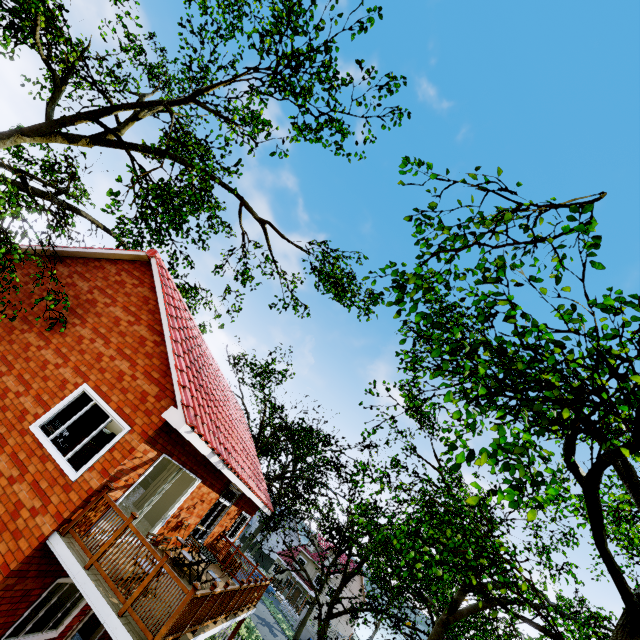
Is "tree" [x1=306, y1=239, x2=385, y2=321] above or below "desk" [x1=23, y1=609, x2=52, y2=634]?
above

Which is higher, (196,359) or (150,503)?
(196,359)

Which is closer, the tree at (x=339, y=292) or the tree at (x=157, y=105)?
the tree at (x=157, y=105)

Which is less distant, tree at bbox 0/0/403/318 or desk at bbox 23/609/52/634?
desk at bbox 23/609/52/634

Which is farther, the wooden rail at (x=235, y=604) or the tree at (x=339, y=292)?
the tree at (x=339, y=292)

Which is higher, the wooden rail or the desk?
the wooden rail

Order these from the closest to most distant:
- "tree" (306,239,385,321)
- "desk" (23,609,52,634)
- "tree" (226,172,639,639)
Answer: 1. "tree" (226,172,639,639)
2. "desk" (23,609,52,634)
3. "tree" (306,239,385,321)

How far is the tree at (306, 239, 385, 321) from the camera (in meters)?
13.27
